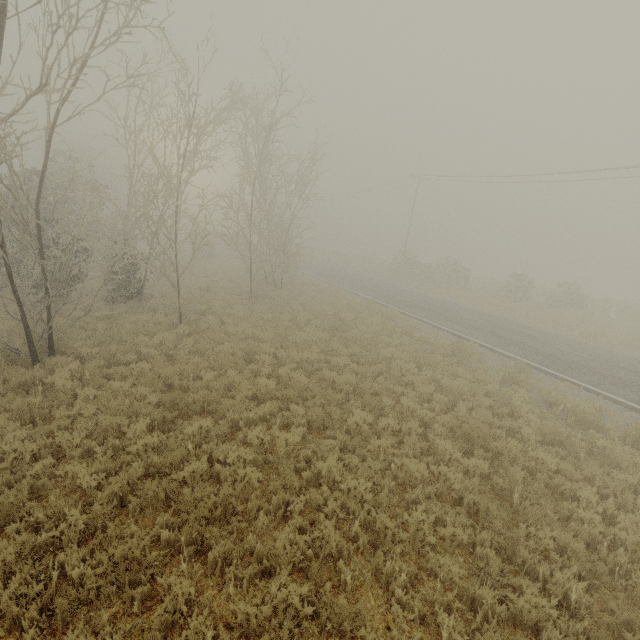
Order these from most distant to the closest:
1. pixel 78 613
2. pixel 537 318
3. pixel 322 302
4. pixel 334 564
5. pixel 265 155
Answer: pixel 537 318 → pixel 322 302 → pixel 265 155 → pixel 334 564 → pixel 78 613
